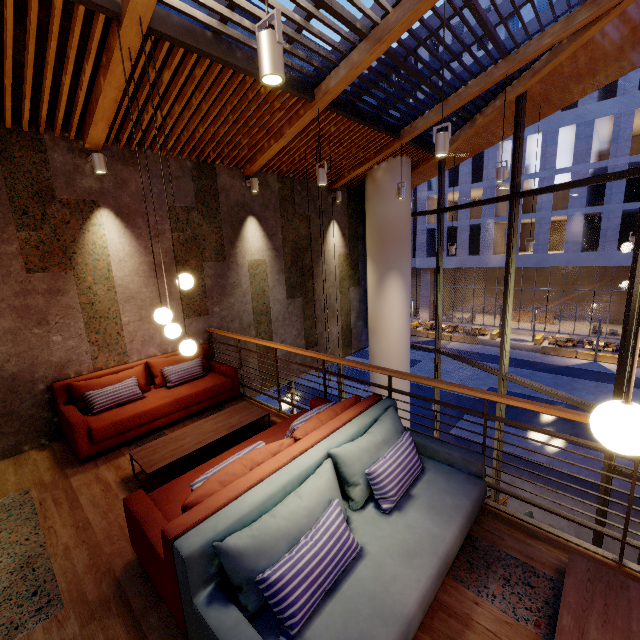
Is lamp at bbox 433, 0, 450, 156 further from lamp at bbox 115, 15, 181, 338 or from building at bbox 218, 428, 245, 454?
lamp at bbox 115, 15, 181, 338

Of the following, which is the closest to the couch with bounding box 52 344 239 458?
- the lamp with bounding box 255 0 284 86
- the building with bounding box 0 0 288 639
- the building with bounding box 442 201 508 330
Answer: the building with bounding box 0 0 288 639

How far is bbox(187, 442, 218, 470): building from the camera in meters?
3.9 m

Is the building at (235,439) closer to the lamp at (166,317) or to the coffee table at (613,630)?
the coffee table at (613,630)

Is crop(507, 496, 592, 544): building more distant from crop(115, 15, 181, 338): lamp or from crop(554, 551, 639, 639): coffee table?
crop(115, 15, 181, 338): lamp

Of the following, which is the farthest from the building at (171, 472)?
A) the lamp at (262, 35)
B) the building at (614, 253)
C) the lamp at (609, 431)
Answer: the building at (614, 253)

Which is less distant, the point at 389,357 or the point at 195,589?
the point at 195,589

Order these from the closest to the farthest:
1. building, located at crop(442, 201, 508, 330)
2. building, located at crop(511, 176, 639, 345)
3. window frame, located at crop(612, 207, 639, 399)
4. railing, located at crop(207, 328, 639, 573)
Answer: railing, located at crop(207, 328, 639, 573), window frame, located at crop(612, 207, 639, 399), building, located at crop(511, 176, 639, 345), building, located at crop(442, 201, 508, 330)
